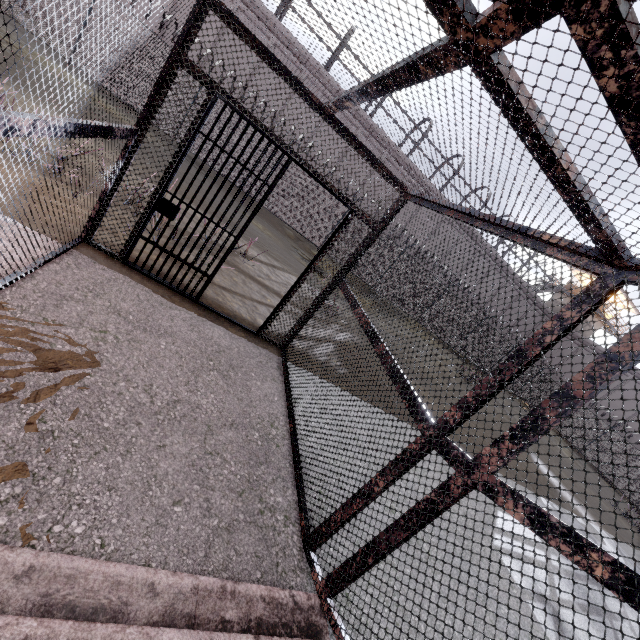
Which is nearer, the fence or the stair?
the stair

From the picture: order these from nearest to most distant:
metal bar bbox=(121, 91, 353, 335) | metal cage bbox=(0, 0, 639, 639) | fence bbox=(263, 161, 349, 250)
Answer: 1. metal cage bbox=(0, 0, 639, 639)
2. metal bar bbox=(121, 91, 353, 335)
3. fence bbox=(263, 161, 349, 250)

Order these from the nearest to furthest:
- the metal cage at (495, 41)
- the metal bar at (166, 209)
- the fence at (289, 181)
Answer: the metal cage at (495, 41), the metal bar at (166, 209), the fence at (289, 181)

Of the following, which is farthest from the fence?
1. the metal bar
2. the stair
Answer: the metal bar

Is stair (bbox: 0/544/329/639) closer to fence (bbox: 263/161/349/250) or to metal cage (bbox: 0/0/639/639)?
metal cage (bbox: 0/0/639/639)

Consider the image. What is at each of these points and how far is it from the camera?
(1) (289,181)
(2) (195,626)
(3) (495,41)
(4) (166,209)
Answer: (1) fence, 15.1m
(2) stair, 1.7m
(3) metal cage, 1.1m
(4) metal bar, 4.0m

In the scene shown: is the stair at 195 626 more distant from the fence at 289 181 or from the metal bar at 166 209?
the fence at 289 181

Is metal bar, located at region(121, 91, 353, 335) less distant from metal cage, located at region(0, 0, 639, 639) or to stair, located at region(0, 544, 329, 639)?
metal cage, located at region(0, 0, 639, 639)
